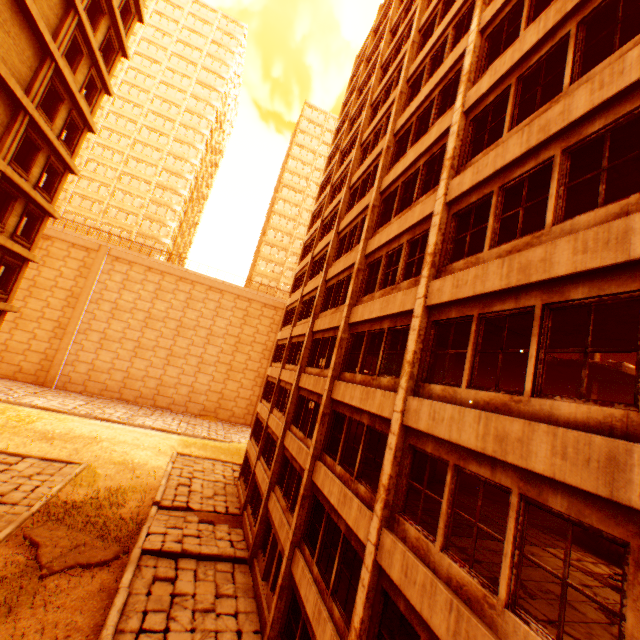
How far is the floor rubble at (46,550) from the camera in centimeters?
1277cm

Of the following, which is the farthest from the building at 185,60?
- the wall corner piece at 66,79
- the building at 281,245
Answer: the wall corner piece at 66,79

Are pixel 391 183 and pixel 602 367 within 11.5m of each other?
yes

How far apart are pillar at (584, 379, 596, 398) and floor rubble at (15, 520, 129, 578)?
19.66m

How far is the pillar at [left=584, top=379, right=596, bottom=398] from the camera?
13.14m

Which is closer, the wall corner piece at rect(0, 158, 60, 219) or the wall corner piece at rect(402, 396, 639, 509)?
the wall corner piece at rect(402, 396, 639, 509)

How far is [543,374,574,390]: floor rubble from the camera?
14.4m
